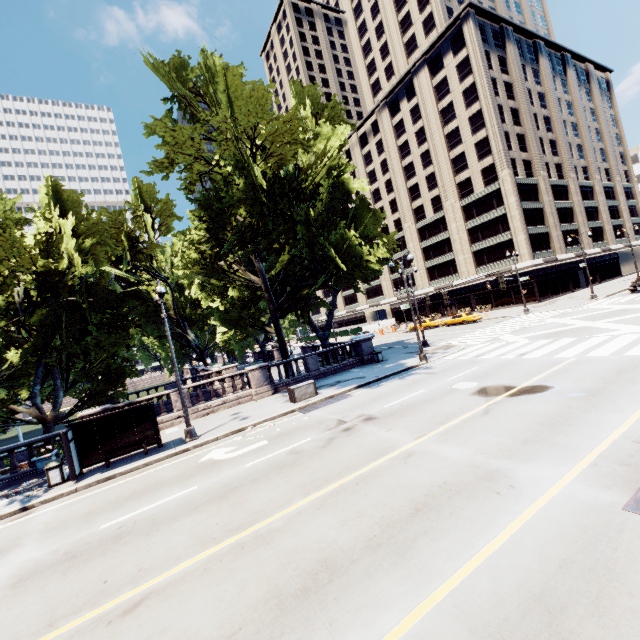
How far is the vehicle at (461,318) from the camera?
39.8m

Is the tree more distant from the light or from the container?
the container

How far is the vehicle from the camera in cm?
3978

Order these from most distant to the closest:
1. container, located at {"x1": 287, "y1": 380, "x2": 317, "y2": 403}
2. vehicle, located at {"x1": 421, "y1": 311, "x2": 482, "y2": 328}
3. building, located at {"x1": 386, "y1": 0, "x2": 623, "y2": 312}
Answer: building, located at {"x1": 386, "y1": 0, "x2": 623, "y2": 312}, vehicle, located at {"x1": 421, "y1": 311, "x2": 482, "y2": 328}, container, located at {"x1": 287, "y1": 380, "x2": 317, "y2": 403}

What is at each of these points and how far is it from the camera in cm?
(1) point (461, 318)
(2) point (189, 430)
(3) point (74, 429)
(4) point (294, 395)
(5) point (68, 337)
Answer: (1) vehicle, 4072
(2) light, 1491
(3) bus stop, 1366
(4) container, 1778
(5) tree, 1886

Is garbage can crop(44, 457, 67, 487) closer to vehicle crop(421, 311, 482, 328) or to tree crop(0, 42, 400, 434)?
tree crop(0, 42, 400, 434)

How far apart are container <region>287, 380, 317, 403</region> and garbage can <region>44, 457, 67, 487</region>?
10.2 meters

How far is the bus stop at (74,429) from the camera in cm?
1296
